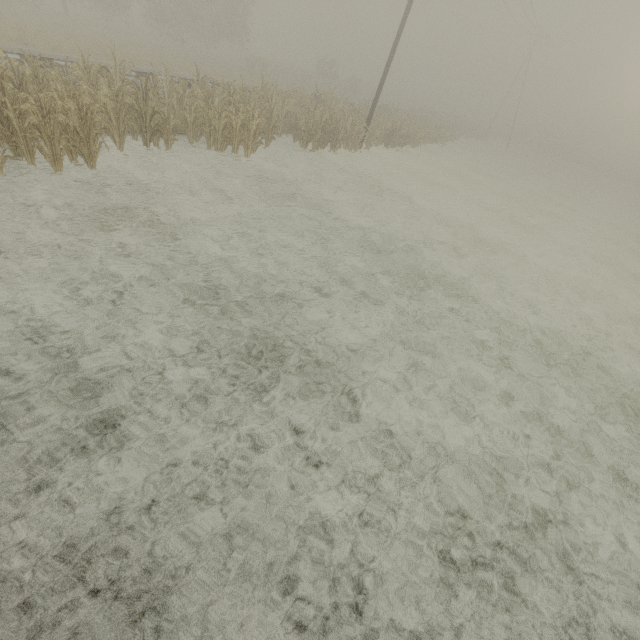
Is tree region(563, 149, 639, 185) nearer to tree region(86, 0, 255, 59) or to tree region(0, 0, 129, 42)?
tree region(86, 0, 255, 59)

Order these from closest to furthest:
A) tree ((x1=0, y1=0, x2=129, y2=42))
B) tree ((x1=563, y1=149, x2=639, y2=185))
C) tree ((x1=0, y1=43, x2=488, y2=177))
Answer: tree ((x1=0, y1=43, x2=488, y2=177))
tree ((x1=0, y1=0, x2=129, y2=42))
tree ((x1=563, y1=149, x2=639, y2=185))

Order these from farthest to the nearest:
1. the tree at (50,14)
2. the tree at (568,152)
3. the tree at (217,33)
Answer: the tree at (568,152) < the tree at (217,33) < the tree at (50,14)

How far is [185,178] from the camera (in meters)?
9.56

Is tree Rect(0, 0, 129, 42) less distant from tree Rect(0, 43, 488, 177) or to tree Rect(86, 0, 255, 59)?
tree Rect(86, 0, 255, 59)

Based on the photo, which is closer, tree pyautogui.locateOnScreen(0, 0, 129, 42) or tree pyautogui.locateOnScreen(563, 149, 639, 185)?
tree pyautogui.locateOnScreen(0, 0, 129, 42)

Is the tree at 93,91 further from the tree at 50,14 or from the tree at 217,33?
the tree at 50,14

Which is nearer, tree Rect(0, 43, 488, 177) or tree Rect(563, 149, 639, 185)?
tree Rect(0, 43, 488, 177)
